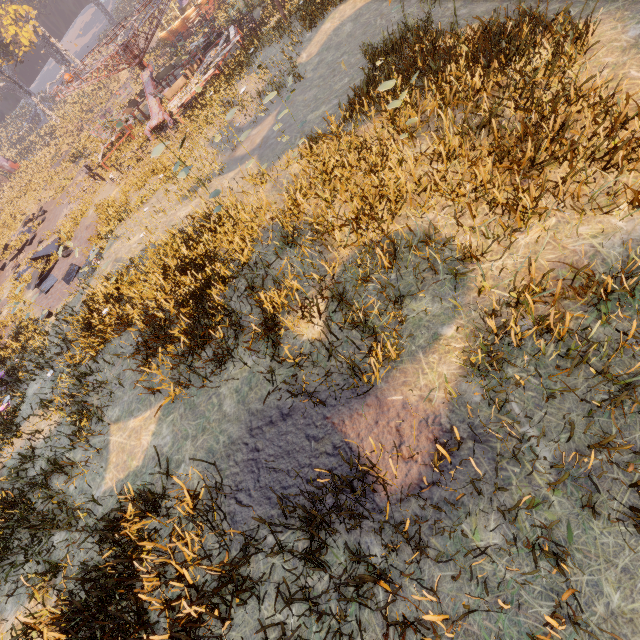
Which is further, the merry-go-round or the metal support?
the metal support

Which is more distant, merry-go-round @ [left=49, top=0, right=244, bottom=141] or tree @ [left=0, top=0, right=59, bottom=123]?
tree @ [left=0, top=0, right=59, bottom=123]

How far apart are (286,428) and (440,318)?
2.6 meters

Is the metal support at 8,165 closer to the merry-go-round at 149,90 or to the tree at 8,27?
the tree at 8,27

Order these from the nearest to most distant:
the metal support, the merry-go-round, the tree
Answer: the merry-go-round < the tree < the metal support

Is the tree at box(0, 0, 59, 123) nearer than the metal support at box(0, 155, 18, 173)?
Yes

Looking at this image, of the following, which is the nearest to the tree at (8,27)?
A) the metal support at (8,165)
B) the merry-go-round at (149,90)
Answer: the metal support at (8,165)

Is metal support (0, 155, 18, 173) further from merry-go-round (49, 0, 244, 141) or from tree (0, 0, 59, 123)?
merry-go-round (49, 0, 244, 141)
